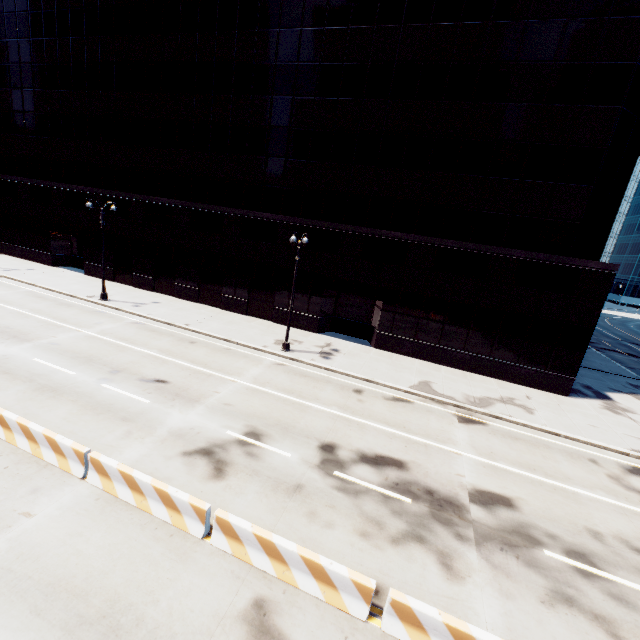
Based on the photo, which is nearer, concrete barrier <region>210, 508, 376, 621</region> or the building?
concrete barrier <region>210, 508, 376, 621</region>

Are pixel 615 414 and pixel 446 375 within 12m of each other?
yes

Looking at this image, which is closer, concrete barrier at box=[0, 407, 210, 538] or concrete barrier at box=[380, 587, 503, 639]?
concrete barrier at box=[380, 587, 503, 639]

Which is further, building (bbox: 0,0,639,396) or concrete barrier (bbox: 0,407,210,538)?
building (bbox: 0,0,639,396)

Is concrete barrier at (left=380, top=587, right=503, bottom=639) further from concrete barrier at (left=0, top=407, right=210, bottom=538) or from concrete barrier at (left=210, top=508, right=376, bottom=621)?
concrete barrier at (left=0, top=407, right=210, bottom=538)

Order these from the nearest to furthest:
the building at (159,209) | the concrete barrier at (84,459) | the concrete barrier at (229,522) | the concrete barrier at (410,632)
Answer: the concrete barrier at (410,632) < the concrete barrier at (229,522) < the concrete barrier at (84,459) < the building at (159,209)

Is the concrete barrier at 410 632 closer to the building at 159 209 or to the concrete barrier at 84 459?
the concrete barrier at 84 459

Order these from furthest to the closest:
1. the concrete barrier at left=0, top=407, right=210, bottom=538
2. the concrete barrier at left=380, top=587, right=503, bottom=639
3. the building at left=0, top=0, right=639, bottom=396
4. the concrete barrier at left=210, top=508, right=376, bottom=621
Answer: the building at left=0, top=0, right=639, bottom=396 < the concrete barrier at left=0, top=407, right=210, bottom=538 < the concrete barrier at left=210, top=508, right=376, bottom=621 < the concrete barrier at left=380, top=587, right=503, bottom=639
